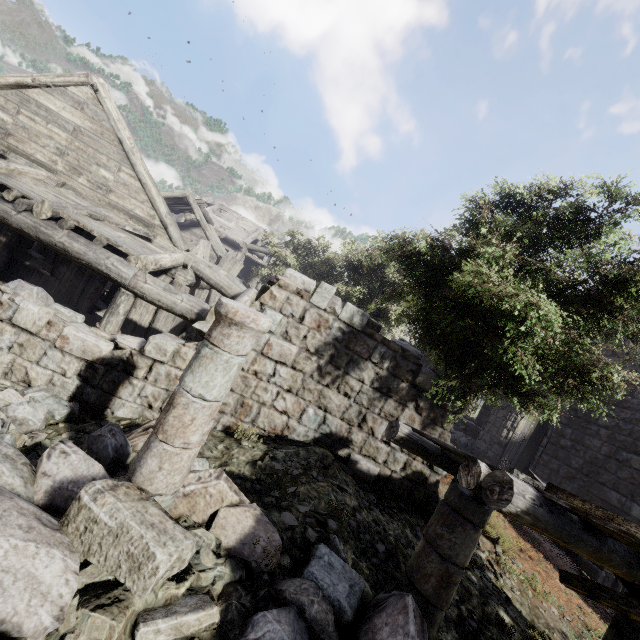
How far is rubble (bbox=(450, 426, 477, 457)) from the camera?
14.7 meters

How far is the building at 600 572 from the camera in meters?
8.9 m

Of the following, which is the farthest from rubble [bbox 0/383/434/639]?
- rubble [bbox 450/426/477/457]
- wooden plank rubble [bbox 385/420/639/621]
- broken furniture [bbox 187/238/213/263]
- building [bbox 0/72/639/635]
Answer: rubble [bbox 450/426/477/457]

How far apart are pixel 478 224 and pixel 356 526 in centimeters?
686cm

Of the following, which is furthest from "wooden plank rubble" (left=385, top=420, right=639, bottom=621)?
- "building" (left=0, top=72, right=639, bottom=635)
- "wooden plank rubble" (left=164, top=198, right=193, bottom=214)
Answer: "wooden plank rubble" (left=164, top=198, right=193, bottom=214)

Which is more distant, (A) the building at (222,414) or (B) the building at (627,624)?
(B) the building at (627,624)

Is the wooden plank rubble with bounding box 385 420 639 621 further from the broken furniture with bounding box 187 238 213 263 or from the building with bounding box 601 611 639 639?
the broken furniture with bounding box 187 238 213 263

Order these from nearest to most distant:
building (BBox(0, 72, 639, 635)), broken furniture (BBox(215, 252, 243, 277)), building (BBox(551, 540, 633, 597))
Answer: building (BBox(0, 72, 639, 635)) → building (BBox(551, 540, 633, 597)) → broken furniture (BBox(215, 252, 243, 277))
